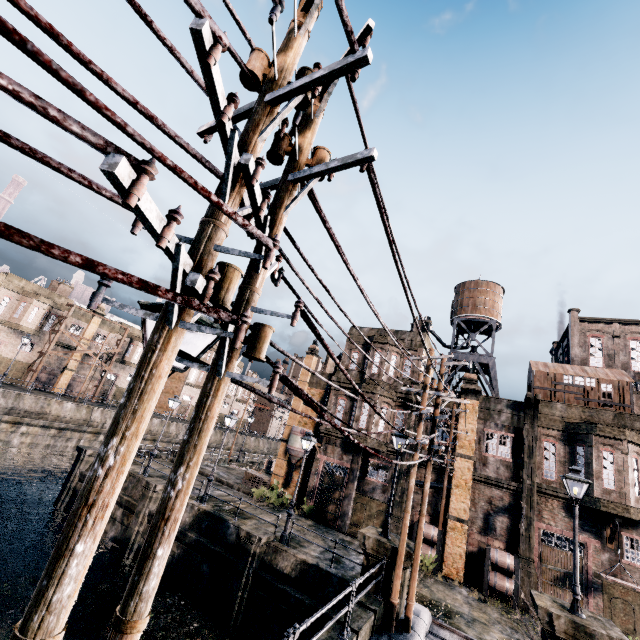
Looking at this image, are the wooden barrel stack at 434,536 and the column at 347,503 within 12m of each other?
yes

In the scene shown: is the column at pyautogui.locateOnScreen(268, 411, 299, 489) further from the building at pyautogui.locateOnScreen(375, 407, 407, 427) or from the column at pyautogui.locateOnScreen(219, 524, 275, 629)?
the column at pyautogui.locateOnScreen(219, 524, 275, 629)

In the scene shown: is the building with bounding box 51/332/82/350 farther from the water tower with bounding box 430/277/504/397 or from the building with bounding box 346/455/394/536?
the water tower with bounding box 430/277/504/397

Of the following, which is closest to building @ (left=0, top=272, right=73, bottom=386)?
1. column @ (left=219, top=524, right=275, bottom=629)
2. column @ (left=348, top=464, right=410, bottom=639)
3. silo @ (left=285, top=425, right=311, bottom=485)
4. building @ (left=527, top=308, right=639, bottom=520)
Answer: building @ (left=527, top=308, right=639, bottom=520)

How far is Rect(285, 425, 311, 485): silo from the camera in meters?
29.6 m

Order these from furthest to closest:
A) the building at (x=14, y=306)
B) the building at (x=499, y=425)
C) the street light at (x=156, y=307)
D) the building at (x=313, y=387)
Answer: the building at (x=14, y=306)
the building at (x=313, y=387)
the building at (x=499, y=425)
the street light at (x=156, y=307)

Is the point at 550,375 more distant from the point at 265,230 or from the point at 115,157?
the point at 115,157

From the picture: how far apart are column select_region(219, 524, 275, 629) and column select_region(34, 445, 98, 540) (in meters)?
15.58
